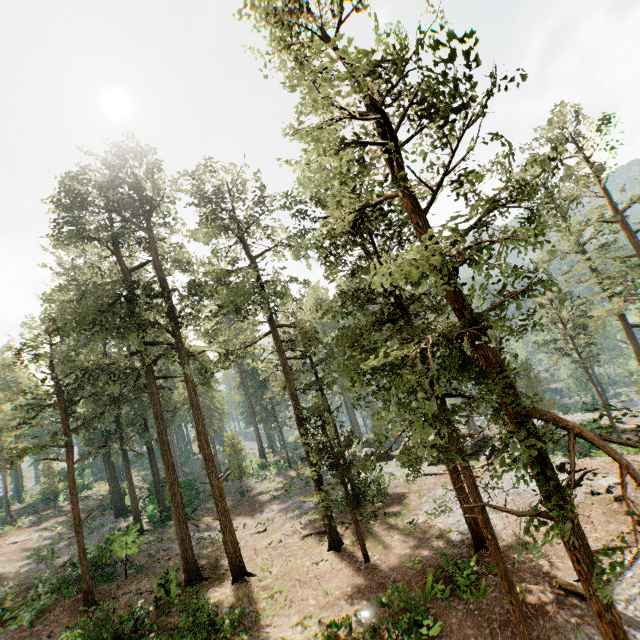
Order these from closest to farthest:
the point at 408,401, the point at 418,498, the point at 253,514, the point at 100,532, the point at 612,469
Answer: the point at 408,401 → the point at 612,469 → the point at 418,498 → the point at 253,514 → the point at 100,532
